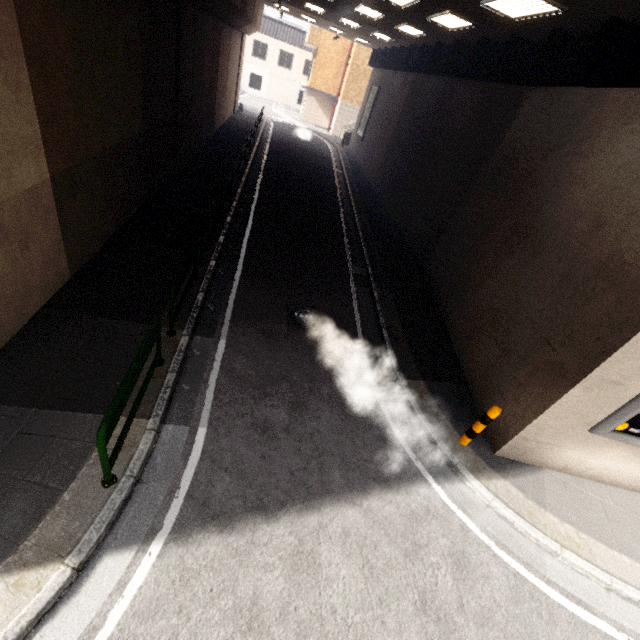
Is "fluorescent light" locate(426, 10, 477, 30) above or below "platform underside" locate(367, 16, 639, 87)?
above

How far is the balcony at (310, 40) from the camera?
28.7m

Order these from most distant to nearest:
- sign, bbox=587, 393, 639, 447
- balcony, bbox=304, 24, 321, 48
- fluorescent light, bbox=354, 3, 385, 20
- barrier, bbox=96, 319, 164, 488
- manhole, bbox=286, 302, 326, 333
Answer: balcony, bbox=304, 24, 321, 48
fluorescent light, bbox=354, 3, 385, 20
manhole, bbox=286, 302, 326, 333
sign, bbox=587, 393, 639, 447
barrier, bbox=96, 319, 164, 488

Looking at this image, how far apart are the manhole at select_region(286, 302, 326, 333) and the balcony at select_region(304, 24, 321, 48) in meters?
32.5

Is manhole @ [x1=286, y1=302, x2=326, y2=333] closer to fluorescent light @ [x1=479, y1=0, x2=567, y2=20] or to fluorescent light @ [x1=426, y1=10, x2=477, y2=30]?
fluorescent light @ [x1=479, y1=0, x2=567, y2=20]

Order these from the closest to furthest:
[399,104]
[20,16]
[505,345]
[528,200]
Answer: [20,16], [505,345], [528,200], [399,104]

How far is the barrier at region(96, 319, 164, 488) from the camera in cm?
352

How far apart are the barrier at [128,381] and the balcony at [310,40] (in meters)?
35.05
